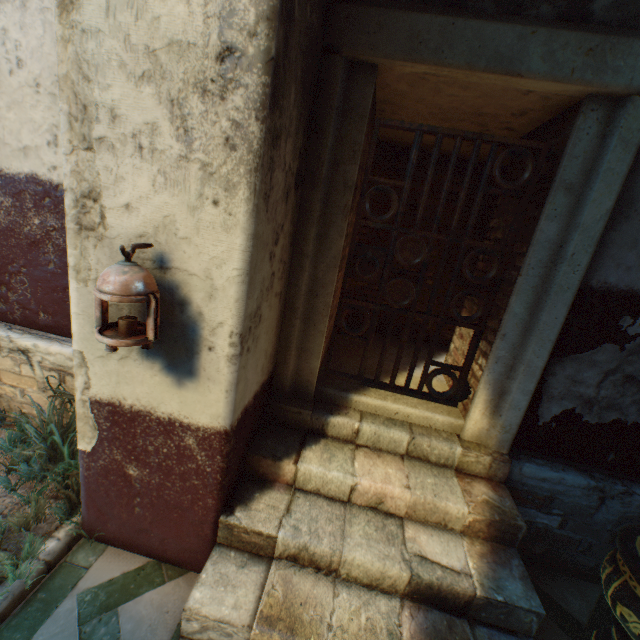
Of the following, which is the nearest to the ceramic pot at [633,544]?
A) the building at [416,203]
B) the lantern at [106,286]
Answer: the building at [416,203]

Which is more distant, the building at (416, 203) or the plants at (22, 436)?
the plants at (22, 436)

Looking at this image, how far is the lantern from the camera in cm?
140

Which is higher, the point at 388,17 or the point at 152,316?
the point at 388,17

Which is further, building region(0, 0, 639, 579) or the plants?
the plants

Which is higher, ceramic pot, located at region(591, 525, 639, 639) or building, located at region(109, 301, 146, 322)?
building, located at region(109, 301, 146, 322)

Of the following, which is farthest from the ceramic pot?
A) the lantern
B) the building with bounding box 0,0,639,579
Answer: the lantern

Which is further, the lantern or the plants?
the plants
